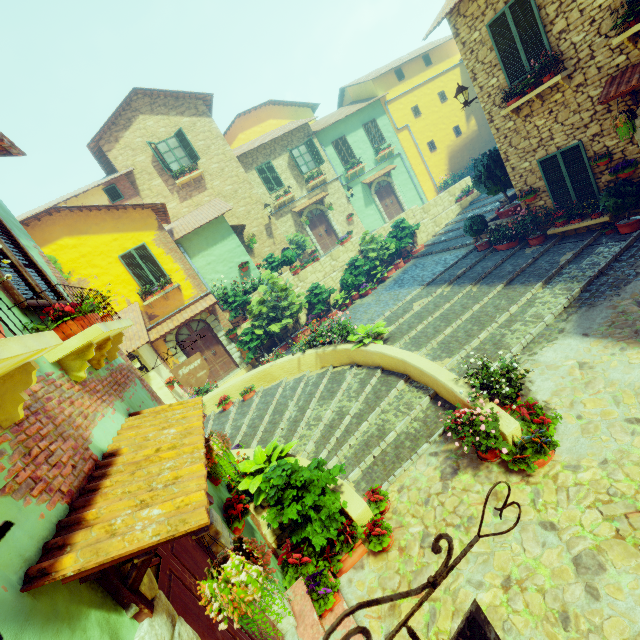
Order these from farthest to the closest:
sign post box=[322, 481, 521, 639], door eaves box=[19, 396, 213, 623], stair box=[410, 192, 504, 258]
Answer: stair box=[410, 192, 504, 258], door eaves box=[19, 396, 213, 623], sign post box=[322, 481, 521, 639]

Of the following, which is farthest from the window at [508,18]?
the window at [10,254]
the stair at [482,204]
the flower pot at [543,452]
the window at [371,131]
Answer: the window at [371,131]

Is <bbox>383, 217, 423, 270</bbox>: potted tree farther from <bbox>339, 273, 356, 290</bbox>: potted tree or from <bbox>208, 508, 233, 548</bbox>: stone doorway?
<bbox>208, 508, 233, 548</bbox>: stone doorway

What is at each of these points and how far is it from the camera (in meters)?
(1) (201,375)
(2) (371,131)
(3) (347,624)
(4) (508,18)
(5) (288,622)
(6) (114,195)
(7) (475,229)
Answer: (1) sign post, 5.16
(2) window, 21.22
(3) stair, 3.93
(4) window, 7.94
(5) stone doorway, 3.96
(6) window, 14.32
(7) flower pot, 11.58

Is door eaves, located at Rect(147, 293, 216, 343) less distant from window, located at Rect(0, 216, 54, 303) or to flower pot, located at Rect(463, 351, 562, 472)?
window, located at Rect(0, 216, 54, 303)

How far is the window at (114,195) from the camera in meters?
14.2

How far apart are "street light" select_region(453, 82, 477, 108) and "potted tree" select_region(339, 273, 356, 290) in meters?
7.3 m

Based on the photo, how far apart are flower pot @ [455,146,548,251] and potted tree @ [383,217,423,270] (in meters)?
3.68
